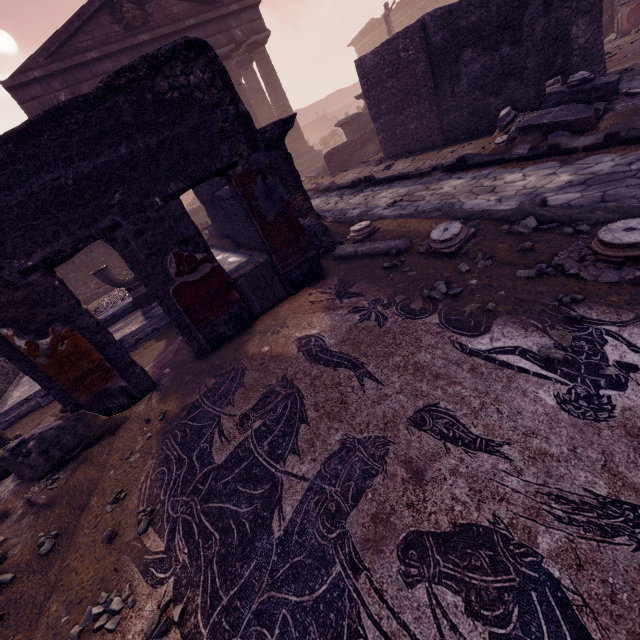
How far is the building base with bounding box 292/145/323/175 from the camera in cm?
1822

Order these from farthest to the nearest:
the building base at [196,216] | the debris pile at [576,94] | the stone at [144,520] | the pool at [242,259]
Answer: the building base at [196,216]
the pool at [242,259]
the debris pile at [576,94]
the stone at [144,520]

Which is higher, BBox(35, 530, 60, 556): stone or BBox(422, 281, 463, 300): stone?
BBox(35, 530, 60, 556): stone

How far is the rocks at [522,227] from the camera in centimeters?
332cm

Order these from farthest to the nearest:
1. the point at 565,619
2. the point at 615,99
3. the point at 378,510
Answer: the point at 615,99
the point at 378,510
the point at 565,619

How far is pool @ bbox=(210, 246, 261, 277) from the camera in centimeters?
640cm

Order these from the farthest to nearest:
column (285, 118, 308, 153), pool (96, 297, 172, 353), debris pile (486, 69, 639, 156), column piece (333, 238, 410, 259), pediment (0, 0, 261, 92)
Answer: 1. column (285, 118, 308, 153)
2. pediment (0, 0, 261, 92)
3. pool (96, 297, 172, 353)
4. debris pile (486, 69, 639, 156)
5. column piece (333, 238, 410, 259)

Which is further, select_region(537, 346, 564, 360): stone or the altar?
the altar
